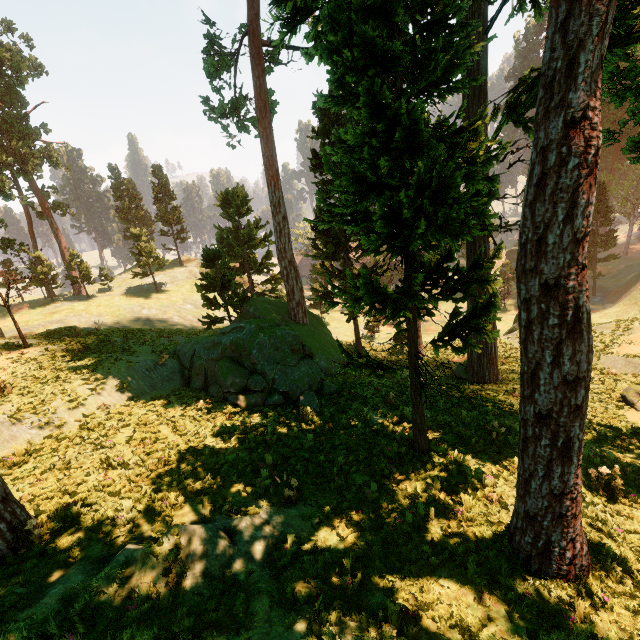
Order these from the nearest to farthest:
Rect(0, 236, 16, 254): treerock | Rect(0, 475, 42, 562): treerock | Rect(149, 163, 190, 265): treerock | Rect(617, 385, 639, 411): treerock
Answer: A: Rect(0, 475, 42, 562): treerock < Rect(617, 385, 639, 411): treerock < Rect(0, 236, 16, 254): treerock < Rect(149, 163, 190, 265): treerock

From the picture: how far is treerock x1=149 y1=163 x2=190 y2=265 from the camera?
51.28m

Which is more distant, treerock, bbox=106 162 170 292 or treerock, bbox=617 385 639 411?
treerock, bbox=106 162 170 292

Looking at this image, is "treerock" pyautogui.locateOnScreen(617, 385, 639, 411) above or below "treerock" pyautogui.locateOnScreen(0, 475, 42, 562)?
below

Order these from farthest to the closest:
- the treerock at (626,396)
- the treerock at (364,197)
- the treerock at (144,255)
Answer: the treerock at (144,255)
the treerock at (626,396)
the treerock at (364,197)

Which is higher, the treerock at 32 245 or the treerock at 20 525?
the treerock at 32 245

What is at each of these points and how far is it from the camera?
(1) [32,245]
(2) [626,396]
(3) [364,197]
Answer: (1) treerock, 42.4m
(2) treerock, 15.7m
(3) treerock, 7.4m
